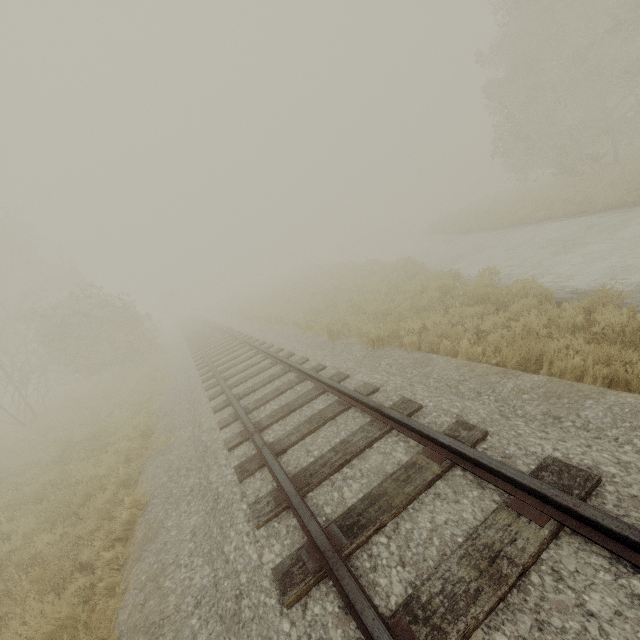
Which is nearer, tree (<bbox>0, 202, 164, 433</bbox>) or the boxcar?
tree (<bbox>0, 202, 164, 433</bbox>)

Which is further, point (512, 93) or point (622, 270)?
point (512, 93)

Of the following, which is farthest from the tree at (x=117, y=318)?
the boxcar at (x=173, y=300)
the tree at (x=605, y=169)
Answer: the boxcar at (x=173, y=300)

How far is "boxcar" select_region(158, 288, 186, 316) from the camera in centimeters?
5631cm

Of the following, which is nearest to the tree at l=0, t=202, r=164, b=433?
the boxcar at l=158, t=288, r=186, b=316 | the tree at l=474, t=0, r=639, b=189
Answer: the tree at l=474, t=0, r=639, b=189

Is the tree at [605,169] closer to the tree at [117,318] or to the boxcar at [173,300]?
the tree at [117,318]
